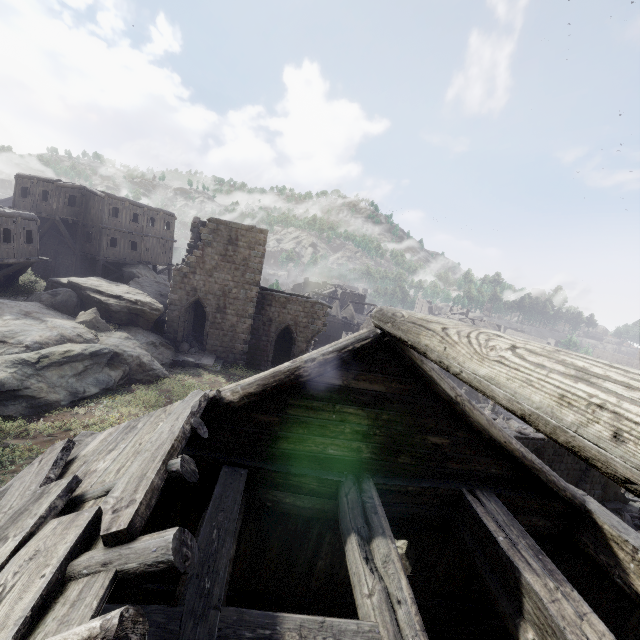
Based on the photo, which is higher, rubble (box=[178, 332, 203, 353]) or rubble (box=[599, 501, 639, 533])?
rubble (box=[178, 332, 203, 353])

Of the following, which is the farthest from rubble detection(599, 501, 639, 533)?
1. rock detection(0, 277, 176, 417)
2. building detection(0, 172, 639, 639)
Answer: rock detection(0, 277, 176, 417)

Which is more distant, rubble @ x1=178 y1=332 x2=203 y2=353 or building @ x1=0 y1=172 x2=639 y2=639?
rubble @ x1=178 y1=332 x2=203 y2=353

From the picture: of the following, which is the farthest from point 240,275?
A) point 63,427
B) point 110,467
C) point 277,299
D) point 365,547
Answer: point 365,547

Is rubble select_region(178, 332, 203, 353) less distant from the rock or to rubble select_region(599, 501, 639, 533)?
the rock

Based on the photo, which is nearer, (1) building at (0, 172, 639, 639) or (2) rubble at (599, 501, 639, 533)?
(1) building at (0, 172, 639, 639)

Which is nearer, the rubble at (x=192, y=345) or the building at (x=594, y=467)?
the building at (x=594, y=467)

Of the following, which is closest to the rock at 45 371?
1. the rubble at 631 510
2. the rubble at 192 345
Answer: the rubble at 192 345
